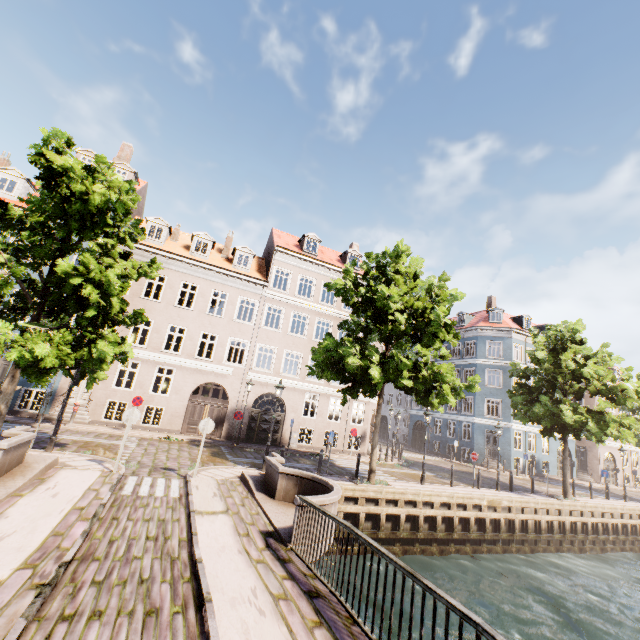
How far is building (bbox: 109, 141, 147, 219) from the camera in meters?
21.5 m

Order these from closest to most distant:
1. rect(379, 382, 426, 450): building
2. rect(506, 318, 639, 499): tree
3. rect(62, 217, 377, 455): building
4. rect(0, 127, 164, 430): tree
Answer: rect(0, 127, 164, 430): tree < rect(506, 318, 639, 499): tree < rect(62, 217, 377, 455): building < rect(379, 382, 426, 450): building

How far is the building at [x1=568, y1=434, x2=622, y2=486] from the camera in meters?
33.5 m

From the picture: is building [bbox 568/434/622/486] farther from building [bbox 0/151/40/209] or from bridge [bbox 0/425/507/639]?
building [bbox 0/151/40/209]

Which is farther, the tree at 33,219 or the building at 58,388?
the building at 58,388

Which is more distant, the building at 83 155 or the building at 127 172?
the building at 127 172

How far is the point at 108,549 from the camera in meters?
5.8
